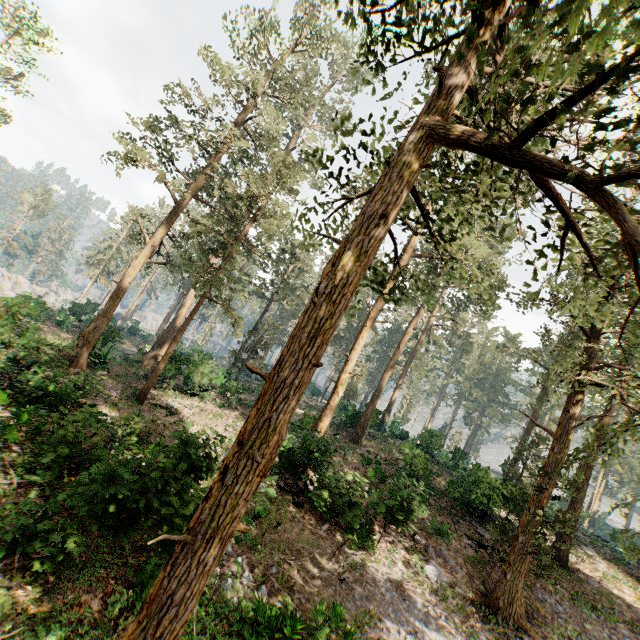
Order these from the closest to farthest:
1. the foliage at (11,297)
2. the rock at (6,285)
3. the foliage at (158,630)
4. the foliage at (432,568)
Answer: the foliage at (158,630)
the foliage at (432,568)
the foliage at (11,297)
the rock at (6,285)

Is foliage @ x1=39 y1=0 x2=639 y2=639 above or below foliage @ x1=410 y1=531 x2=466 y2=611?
above

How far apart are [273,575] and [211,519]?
7.8 meters

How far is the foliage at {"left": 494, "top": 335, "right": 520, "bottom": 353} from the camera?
32.94m

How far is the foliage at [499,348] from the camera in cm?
3294

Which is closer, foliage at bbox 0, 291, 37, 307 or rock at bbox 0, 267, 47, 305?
foliage at bbox 0, 291, 37, 307
